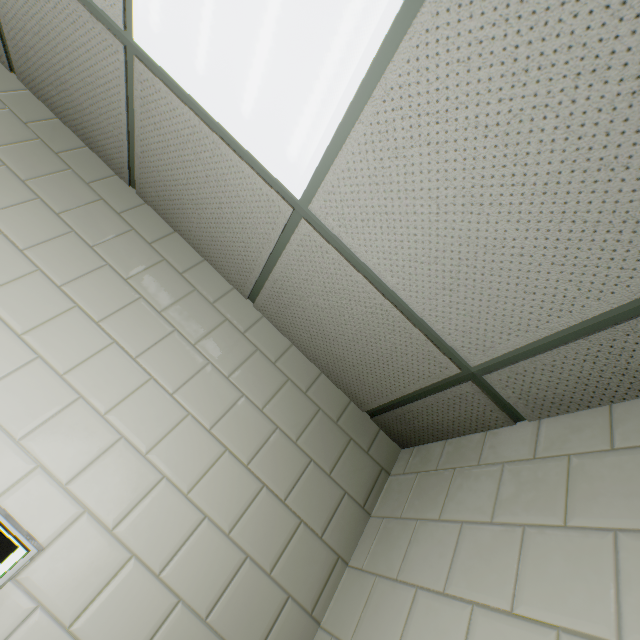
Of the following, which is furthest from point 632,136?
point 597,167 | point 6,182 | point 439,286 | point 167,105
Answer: point 6,182
